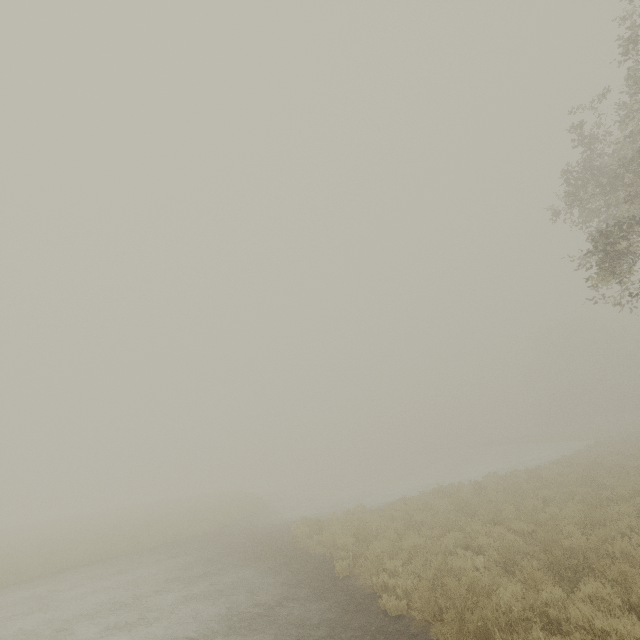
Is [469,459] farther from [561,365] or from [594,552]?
[594,552]
